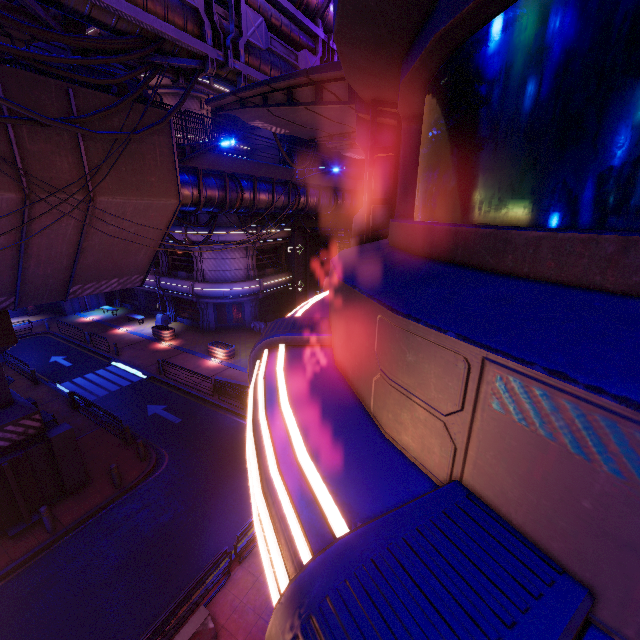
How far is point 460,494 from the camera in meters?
1.2

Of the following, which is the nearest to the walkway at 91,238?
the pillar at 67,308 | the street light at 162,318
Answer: the pillar at 67,308

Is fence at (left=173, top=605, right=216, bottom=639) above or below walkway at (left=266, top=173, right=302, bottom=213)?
below

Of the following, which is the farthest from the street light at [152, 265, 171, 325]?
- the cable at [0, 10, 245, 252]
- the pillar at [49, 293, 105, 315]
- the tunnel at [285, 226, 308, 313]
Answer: the cable at [0, 10, 245, 252]

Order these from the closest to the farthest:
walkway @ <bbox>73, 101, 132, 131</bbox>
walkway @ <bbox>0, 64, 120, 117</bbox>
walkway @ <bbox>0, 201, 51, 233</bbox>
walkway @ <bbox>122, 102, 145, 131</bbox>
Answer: walkway @ <bbox>0, 64, 120, 117</bbox>, walkway @ <bbox>0, 201, 51, 233</bbox>, walkway @ <bbox>73, 101, 132, 131</bbox>, walkway @ <bbox>122, 102, 145, 131</bbox>

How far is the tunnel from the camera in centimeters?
3225cm

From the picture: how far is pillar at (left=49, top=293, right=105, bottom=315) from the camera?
33.98m

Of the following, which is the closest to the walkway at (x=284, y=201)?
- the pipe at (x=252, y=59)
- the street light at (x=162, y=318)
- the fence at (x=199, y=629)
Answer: the pipe at (x=252, y=59)
